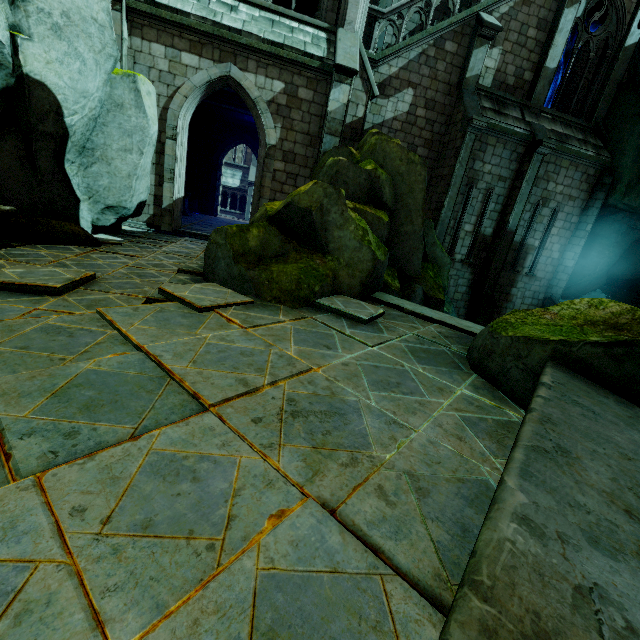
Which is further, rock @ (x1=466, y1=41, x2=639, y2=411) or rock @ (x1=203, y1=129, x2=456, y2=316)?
rock @ (x1=203, y1=129, x2=456, y2=316)

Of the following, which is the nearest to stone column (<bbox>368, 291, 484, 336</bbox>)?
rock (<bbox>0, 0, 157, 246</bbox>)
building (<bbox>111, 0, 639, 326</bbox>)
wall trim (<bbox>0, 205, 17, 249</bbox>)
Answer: rock (<bbox>0, 0, 157, 246</bbox>)

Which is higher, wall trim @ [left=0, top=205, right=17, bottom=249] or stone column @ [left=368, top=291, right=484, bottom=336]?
wall trim @ [left=0, top=205, right=17, bottom=249]

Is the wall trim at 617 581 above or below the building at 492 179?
below

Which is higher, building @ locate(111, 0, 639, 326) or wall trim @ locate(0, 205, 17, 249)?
building @ locate(111, 0, 639, 326)

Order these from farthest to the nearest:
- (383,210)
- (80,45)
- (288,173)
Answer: (288,173) → (383,210) → (80,45)

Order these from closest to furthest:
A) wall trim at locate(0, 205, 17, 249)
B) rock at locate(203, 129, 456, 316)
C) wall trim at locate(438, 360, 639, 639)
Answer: wall trim at locate(438, 360, 639, 639) < wall trim at locate(0, 205, 17, 249) < rock at locate(203, 129, 456, 316)

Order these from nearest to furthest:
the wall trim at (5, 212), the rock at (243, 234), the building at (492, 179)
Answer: the wall trim at (5, 212) → the rock at (243, 234) → the building at (492, 179)
